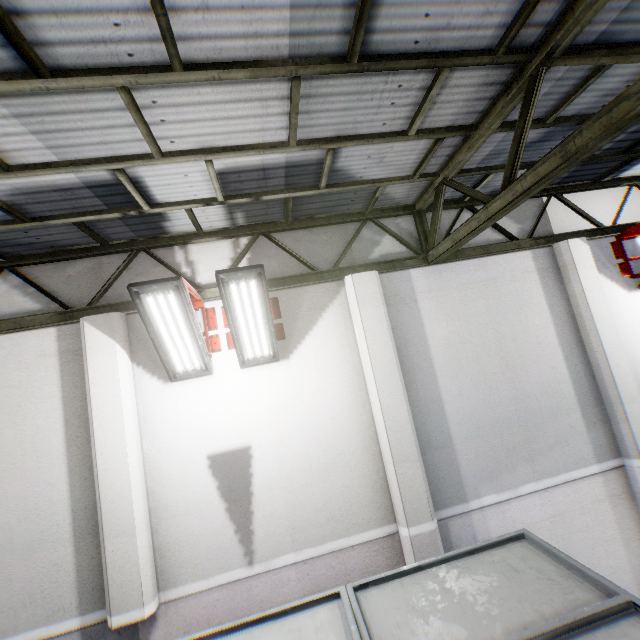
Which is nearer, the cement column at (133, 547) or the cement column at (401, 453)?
the cement column at (133, 547)

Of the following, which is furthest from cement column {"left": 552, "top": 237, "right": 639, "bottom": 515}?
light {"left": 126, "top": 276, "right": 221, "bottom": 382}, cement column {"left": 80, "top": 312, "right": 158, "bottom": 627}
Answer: cement column {"left": 80, "top": 312, "right": 158, "bottom": 627}

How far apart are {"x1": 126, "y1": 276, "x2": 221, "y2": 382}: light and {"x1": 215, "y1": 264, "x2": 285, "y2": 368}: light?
0.15m

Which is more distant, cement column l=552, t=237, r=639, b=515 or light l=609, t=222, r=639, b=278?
light l=609, t=222, r=639, b=278

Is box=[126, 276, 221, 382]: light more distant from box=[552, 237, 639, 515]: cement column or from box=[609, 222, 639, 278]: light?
box=[609, 222, 639, 278]: light

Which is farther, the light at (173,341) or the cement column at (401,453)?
the cement column at (401,453)

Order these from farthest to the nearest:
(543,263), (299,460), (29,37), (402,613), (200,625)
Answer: (543,263) → (299,460) → (200,625) → (402,613) → (29,37)

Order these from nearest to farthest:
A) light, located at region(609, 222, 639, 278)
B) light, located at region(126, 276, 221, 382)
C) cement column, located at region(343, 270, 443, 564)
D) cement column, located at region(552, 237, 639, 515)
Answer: light, located at region(126, 276, 221, 382)
cement column, located at region(343, 270, 443, 564)
cement column, located at region(552, 237, 639, 515)
light, located at region(609, 222, 639, 278)
